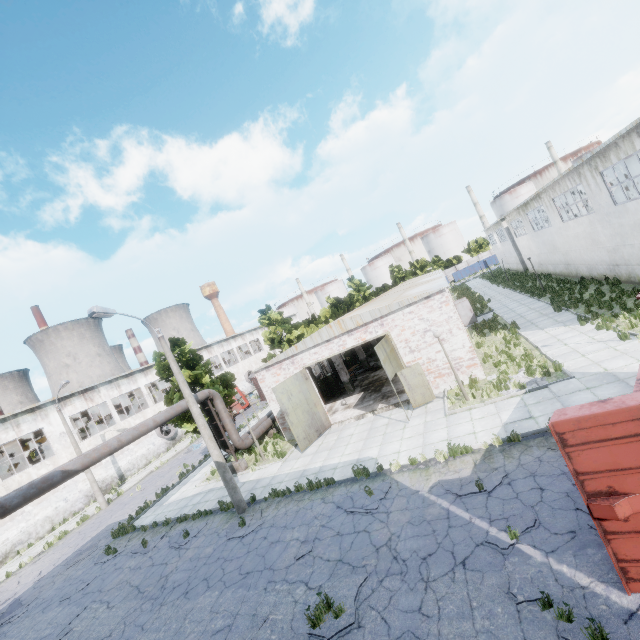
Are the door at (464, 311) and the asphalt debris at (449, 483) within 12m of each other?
no

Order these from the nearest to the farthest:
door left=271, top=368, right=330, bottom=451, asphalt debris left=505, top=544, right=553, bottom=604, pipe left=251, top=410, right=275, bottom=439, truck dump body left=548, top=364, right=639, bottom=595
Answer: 1. truck dump body left=548, top=364, right=639, bottom=595
2. asphalt debris left=505, top=544, right=553, bottom=604
3. door left=271, top=368, right=330, bottom=451
4. pipe left=251, top=410, right=275, bottom=439

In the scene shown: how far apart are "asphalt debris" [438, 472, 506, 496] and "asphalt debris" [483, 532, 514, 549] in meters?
1.0 m

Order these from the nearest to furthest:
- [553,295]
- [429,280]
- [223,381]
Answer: [223,381], [553,295], [429,280]

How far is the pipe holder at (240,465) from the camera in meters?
19.0

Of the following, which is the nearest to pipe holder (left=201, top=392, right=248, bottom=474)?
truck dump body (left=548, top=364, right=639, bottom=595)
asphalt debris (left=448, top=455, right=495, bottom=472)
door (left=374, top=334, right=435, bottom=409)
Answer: door (left=374, top=334, right=435, bottom=409)

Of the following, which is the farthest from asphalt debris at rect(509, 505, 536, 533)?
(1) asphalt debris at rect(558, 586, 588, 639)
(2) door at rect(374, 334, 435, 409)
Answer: (2) door at rect(374, 334, 435, 409)

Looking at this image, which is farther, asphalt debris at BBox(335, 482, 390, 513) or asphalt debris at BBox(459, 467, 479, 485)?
asphalt debris at BBox(335, 482, 390, 513)
